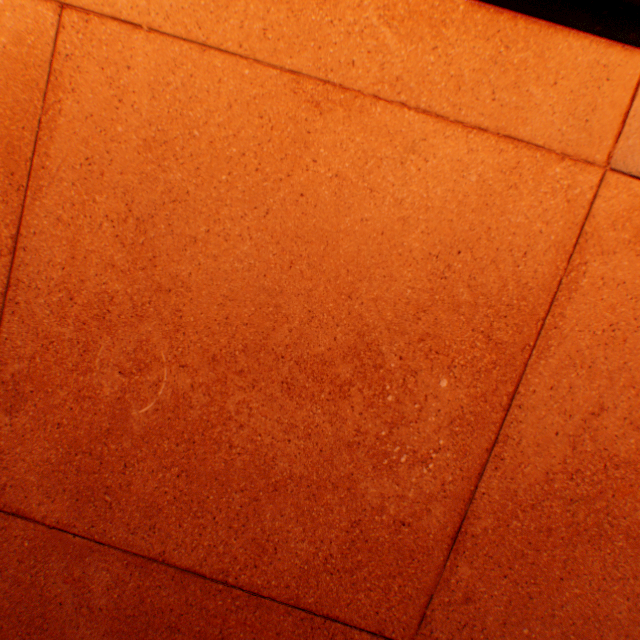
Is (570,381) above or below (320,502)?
above
